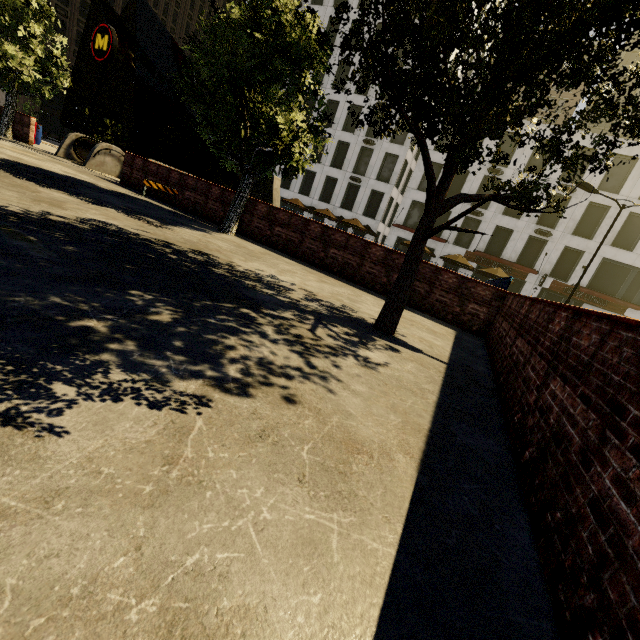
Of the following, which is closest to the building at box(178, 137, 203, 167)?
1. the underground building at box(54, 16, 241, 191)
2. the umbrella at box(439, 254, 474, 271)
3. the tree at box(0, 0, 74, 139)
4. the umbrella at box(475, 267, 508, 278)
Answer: the tree at box(0, 0, 74, 139)

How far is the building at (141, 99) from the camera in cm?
4218

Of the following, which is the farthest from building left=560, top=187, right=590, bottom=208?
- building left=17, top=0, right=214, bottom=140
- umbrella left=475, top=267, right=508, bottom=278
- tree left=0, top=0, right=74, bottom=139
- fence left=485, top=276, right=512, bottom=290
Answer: A: building left=17, top=0, right=214, bottom=140

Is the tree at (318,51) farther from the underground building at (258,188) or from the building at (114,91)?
the building at (114,91)

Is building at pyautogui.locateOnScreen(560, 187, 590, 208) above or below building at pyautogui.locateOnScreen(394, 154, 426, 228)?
above

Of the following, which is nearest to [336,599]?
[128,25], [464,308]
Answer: [464,308]

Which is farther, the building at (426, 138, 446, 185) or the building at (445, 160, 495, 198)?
the building at (426, 138, 446, 185)

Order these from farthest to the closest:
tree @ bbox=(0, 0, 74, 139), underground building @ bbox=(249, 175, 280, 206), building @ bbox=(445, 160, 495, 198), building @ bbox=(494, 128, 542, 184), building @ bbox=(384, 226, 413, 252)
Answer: building @ bbox=(384, 226, 413, 252), building @ bbox=(445, 160, 495, 198), building @ bbox=(494, 128, 542, 184), underground building @ bbox=(249, 175, 280, 206), tree @ bbox=(0, 0, 74, 139)
